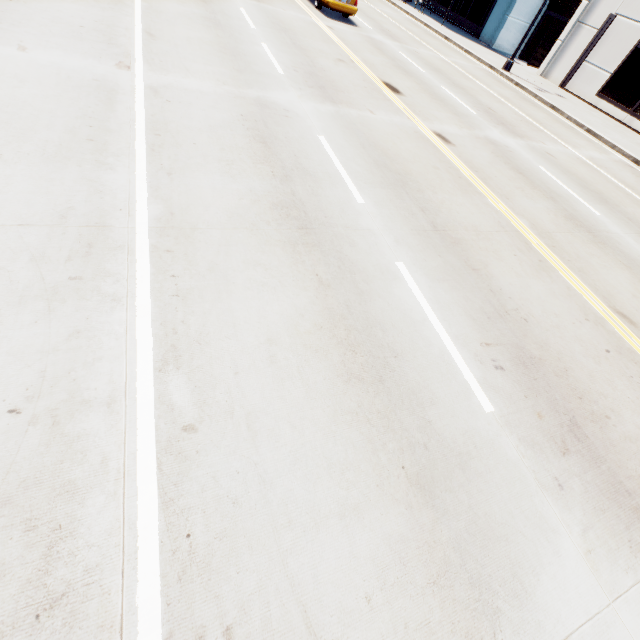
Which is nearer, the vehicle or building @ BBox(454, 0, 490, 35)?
the vehicle

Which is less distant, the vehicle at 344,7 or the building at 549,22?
the vehicle at 344,7

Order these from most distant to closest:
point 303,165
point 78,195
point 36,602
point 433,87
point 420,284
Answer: point 433,87 < point 303,165 < point 420,284 < point 78,195 < point 36,602

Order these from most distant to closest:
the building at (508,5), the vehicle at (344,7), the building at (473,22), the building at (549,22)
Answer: the building at (473,22), the building at (508,5), the building at (549,22), the vehicle at (344,7)

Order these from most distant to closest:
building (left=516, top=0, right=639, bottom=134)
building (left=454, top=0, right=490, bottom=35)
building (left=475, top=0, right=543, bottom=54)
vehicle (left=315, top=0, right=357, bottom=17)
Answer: Result:
1. building (left=454, top=0, right=490, bottom=35)
2. building (left=475, top=0, right=543, bottom=54)
3. building (left=516, top=0, right=639, bottom=134)
4. vehicle (left=315, top=0, right=357, bottom=17)

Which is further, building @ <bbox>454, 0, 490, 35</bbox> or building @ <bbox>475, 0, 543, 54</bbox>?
building @ <bbox>454, 0, 490, 35</bbox>
